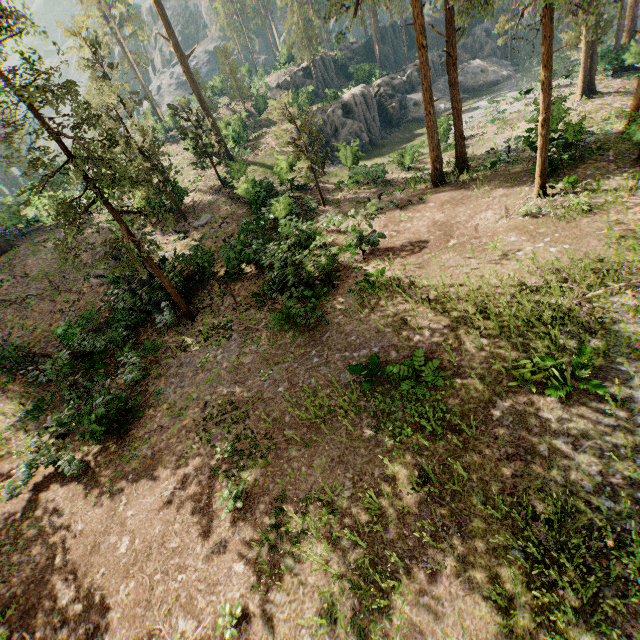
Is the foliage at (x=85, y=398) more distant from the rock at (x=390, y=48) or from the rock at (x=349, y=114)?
the rock at (x=349, y=114)

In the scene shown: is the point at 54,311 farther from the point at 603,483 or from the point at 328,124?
the point at 328,124

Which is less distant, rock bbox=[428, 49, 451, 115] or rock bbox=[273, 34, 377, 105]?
rock bbox=[273, 34, 377, 105]

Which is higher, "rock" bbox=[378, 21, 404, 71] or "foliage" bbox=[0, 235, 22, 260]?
"rock" bbox=[378, 21, 404, 71]

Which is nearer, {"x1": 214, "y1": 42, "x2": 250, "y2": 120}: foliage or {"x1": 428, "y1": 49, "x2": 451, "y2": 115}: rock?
{"x1": 214, "y1": 42, "x2": 250, "y2": 120}: foliage

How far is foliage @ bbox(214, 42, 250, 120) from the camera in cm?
4153

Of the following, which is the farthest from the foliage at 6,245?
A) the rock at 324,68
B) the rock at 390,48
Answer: the rock at 324,68

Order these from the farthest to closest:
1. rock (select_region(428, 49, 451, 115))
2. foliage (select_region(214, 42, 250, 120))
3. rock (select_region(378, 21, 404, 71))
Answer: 1. rock (select_region(378, 21, 404, 71))
2. rock (select_region(428, 49, 451, 115))
3. foliage (select_region(214, 42, 250, 120))
